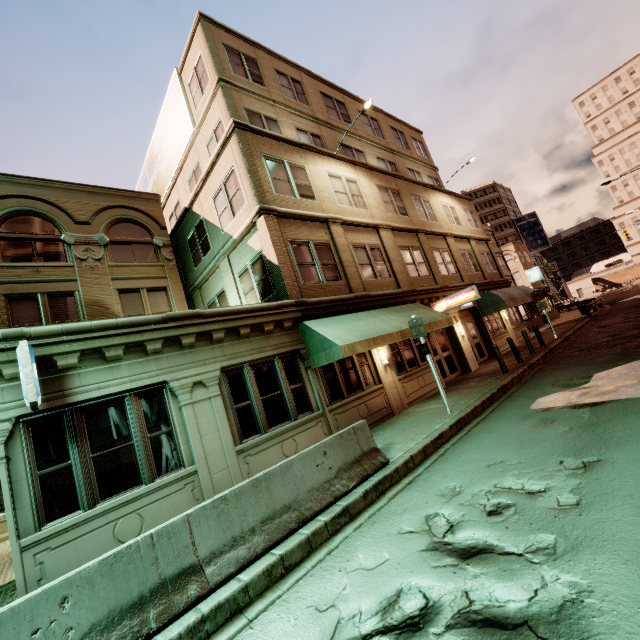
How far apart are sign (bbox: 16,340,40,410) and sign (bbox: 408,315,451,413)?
8.9m

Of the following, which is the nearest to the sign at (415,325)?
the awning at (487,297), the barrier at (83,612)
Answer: the barrier at (83,612)

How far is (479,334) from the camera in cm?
1959

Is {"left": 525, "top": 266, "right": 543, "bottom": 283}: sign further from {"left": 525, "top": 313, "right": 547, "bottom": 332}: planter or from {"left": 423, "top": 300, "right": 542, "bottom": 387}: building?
{"left": 423, "top": 300, "right": 542, "bottom": 387}: building

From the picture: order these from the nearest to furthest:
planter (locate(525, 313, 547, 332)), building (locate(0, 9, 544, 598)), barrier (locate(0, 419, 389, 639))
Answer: barrier (locate(0, 419, 389, 639)) < building (locate(0, 9, 544, 598)) < planter (locate(525, 313, 547, 332))

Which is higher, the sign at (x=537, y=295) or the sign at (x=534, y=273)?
the sign at (x=534, y=273)

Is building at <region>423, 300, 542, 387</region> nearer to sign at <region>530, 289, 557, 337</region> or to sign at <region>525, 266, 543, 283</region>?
sign at <region>530, 289, 557, 337</region>

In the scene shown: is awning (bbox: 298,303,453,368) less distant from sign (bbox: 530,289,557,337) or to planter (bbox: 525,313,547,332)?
sign (bbox: 530,289,557,337)
